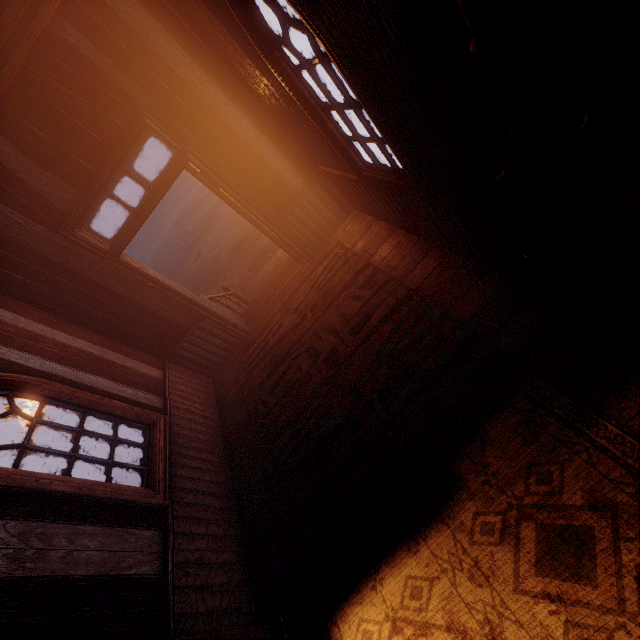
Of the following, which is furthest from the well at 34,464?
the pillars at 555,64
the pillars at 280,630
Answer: the pillars at 555,64

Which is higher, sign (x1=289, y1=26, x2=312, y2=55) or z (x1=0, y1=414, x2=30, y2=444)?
sign (x1=289, y1=26, x2=312, y2=55)

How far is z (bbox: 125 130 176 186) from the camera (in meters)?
26.69

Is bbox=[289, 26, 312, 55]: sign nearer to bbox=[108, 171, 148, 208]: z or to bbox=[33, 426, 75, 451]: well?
bbox=[108, 171, 148, 208]: z

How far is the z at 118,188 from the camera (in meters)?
27.97

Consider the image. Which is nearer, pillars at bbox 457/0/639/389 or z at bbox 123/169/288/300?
pillars at bbox 457/0/639/389

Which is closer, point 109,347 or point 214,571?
point 214,571

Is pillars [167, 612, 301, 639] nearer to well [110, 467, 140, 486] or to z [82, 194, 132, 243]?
z [82, 194, 132, 243]
